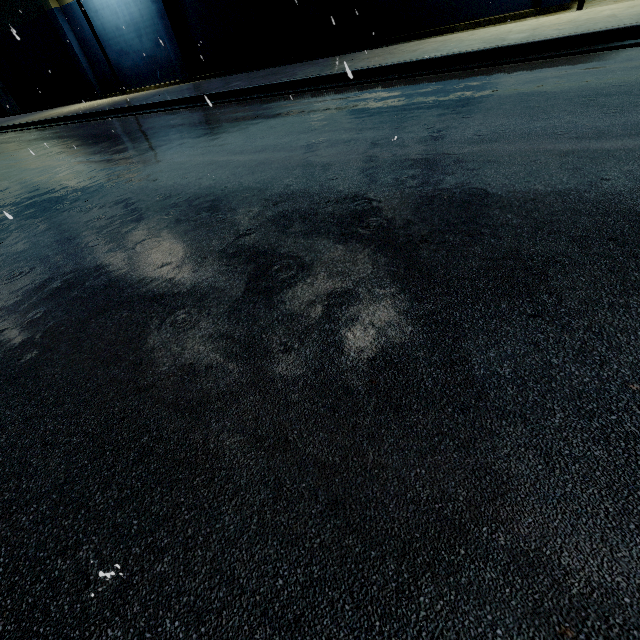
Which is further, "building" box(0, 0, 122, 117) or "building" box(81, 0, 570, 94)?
"building" box(0, 0, 122, 117)

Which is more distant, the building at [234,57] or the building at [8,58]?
the building at [8,58]

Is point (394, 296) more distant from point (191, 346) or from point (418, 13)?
point (418, 13)
